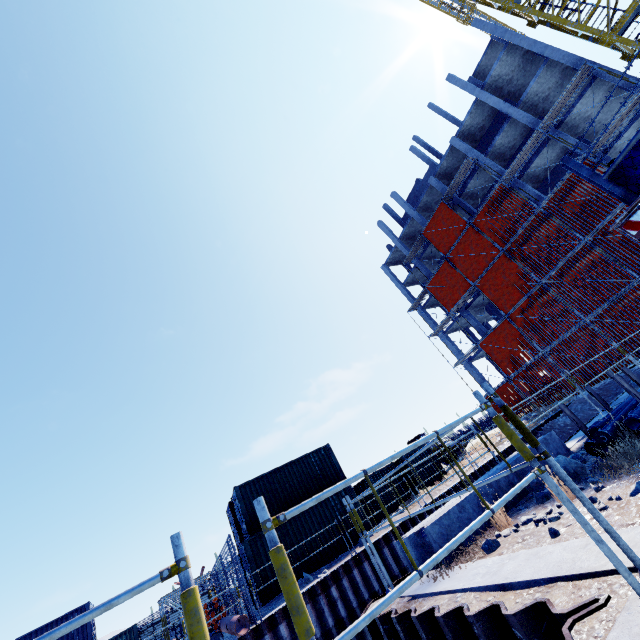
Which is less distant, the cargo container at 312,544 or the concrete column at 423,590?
the concrete column at 423,590

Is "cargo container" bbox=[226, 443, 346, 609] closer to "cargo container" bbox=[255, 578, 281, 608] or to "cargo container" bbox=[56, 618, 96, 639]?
"cargo container" bbox=[255, 578, 281, 608]

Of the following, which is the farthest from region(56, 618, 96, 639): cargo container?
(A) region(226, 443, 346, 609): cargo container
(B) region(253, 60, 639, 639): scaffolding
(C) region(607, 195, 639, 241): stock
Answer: (C) region(607, 195, 639, 241): stock

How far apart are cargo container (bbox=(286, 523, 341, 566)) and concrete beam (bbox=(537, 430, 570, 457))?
11.93m

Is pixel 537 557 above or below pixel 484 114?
below

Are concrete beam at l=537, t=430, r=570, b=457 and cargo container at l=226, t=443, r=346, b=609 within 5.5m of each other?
no

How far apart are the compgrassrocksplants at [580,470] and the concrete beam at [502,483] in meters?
0.7 m

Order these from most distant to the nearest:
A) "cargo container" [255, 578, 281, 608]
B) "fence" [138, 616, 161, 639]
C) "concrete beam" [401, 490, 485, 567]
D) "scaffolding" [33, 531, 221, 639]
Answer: "fence" [138, 616, 161, 639], "cargo container" [255, 578, 281, 608], "concrete beam" [401, 490, 485, 567], "scaffolding" [33, 531, 221, 639]
